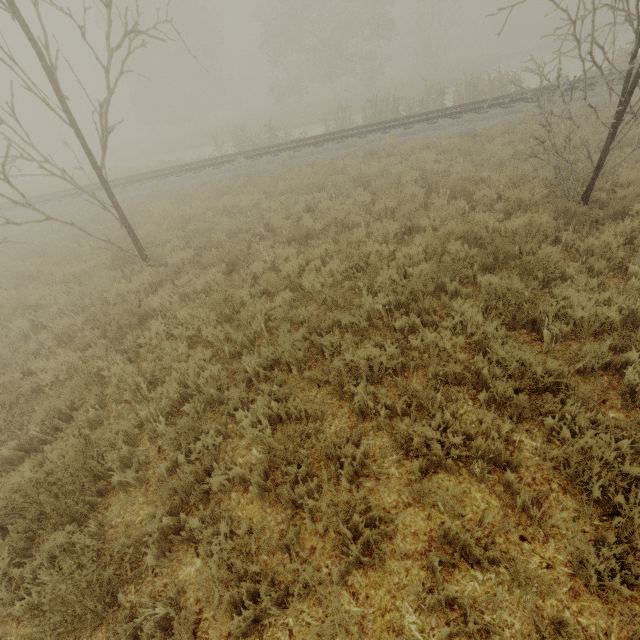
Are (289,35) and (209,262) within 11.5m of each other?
no
